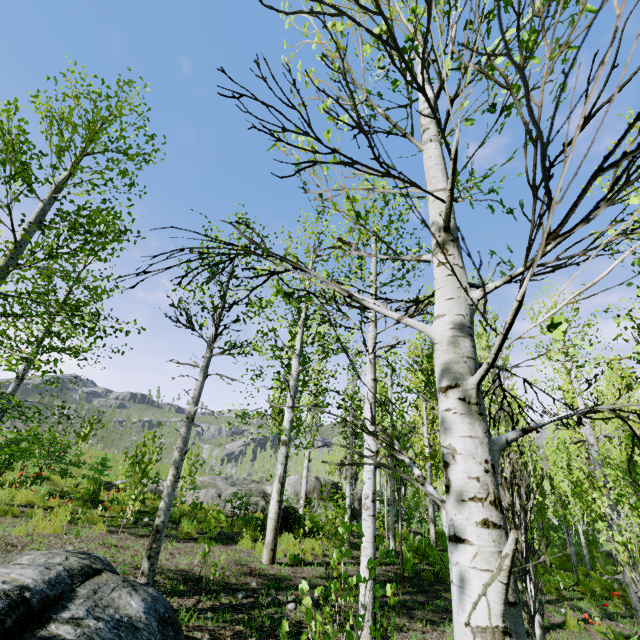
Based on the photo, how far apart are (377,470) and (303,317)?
17.3m

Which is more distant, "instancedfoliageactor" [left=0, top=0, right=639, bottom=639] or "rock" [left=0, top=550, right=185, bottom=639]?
"rock" [left=0, top=550, right=185, bottom=639]

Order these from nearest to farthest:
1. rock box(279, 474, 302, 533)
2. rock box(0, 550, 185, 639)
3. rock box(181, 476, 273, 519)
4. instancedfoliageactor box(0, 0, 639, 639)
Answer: instancedfoliageactor box(0, 0, 639, 639), rock box(0, 550, 185, 639), rock box(279, 474, 302, 533), rock box(181, 476, 273, 519)

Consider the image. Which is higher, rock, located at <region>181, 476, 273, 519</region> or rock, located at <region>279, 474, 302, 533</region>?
rock, located at <region>279, 474, 302, 533</region>

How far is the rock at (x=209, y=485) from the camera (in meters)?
14.41

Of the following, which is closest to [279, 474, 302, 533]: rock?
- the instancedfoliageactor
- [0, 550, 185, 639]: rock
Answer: the instancedfoliageactor

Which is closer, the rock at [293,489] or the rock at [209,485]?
the rock at [293,489]
